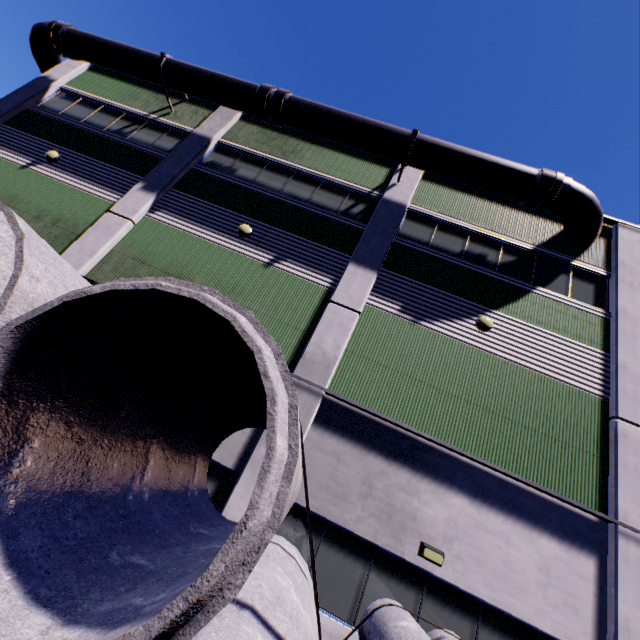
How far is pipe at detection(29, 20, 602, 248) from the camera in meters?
10.2 m

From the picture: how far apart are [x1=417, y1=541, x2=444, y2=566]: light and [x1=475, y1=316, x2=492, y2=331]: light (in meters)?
5.62

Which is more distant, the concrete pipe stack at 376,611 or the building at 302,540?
the building at 302,540

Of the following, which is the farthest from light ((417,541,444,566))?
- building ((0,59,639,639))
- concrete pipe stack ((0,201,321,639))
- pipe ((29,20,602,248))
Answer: pipe ((29,20,602,248))

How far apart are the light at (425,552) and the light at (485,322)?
5.6 meters

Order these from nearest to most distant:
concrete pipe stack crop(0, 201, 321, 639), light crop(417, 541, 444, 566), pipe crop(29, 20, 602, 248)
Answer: concrete pipe stack crop(0, 201, 321, 639) < light crop(417, 541, 444, 566) < pipe crop(29, 20, 602, 248)

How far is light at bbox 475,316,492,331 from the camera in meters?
9.2 m

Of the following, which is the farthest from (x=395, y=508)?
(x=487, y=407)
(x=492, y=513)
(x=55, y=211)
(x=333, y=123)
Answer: (x=55, y=211)
